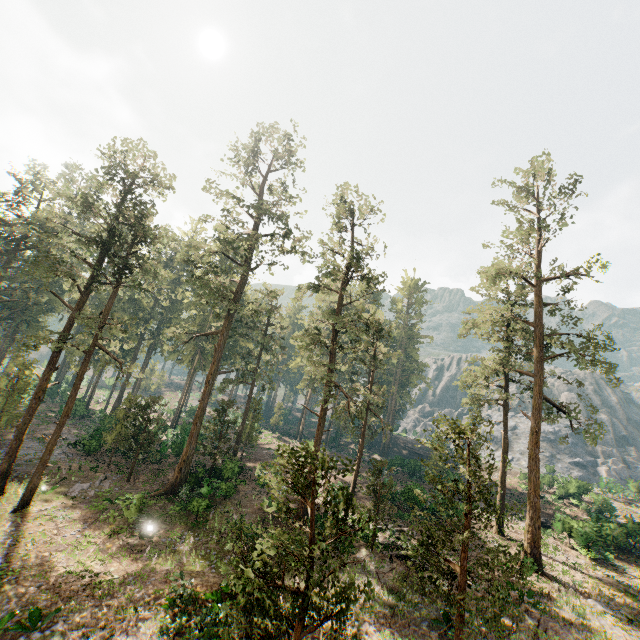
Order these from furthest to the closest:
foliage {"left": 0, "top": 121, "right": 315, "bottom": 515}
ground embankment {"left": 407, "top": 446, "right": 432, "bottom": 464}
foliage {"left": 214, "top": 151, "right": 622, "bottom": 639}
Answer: ground embankment {"left": 407, "top": 446, "right": 432, "bottom": 464} → foliage {"left": 0, "top": 121, "right": 315, "bottom": 515} → foliage {"left": 214, "top": 151, "right": 622, "bottom": 639}

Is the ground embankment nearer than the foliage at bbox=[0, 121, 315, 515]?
No

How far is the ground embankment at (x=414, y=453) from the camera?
44.4m

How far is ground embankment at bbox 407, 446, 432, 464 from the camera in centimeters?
4436cm

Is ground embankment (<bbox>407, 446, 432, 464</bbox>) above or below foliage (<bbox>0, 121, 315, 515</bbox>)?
below

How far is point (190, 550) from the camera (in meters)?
19.52

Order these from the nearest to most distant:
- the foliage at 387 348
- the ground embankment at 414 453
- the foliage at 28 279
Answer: the foliage at 387 348 < the foliage at 28 279 < the ground embankment at 414 453
